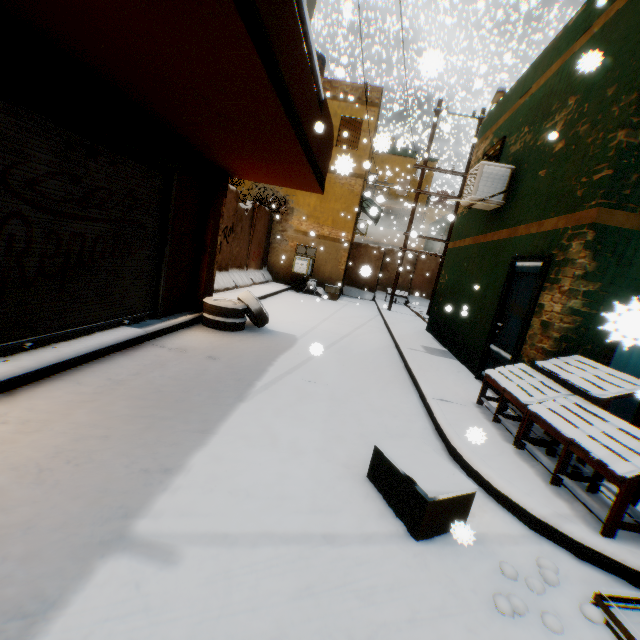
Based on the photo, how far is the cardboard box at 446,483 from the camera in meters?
2.5

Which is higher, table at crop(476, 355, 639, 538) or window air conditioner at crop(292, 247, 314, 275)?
window air conditioner at crop(292, 247, 314, 275)

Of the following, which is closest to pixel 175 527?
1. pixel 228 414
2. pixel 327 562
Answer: pixel 327 562

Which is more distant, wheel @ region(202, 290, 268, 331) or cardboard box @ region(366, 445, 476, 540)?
wheel @ region(202, 290, 268, 331)

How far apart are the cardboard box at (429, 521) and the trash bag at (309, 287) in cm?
1316

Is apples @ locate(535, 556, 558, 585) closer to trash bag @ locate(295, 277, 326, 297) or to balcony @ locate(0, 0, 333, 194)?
balcony @ locate(0, 0, 333, 194)

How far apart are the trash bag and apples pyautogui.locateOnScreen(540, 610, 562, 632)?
14.41m

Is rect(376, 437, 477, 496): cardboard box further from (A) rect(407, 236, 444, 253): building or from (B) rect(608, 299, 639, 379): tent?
(A) rect(407, 236, 444, 253): building
